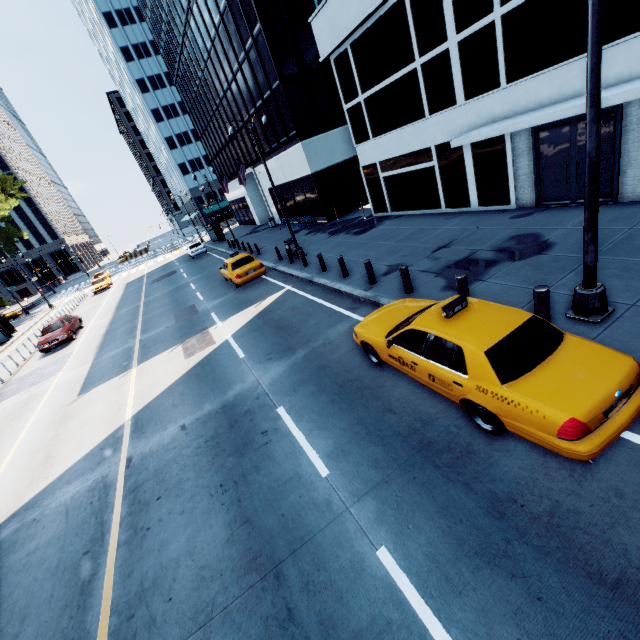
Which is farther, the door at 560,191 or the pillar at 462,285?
the door at 560,191

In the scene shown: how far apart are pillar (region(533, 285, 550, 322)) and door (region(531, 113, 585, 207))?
7.2 meters

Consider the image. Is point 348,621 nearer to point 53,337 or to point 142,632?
point 142,632

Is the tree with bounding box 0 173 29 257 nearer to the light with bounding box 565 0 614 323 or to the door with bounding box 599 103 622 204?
the light with bounding box 565 0 614 323

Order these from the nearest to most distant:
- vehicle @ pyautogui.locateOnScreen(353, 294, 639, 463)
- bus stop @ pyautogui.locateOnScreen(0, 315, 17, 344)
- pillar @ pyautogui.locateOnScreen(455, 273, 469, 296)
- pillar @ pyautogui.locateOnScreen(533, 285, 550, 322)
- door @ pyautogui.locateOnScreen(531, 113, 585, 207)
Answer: vehicle @ pyautogui.locateOnScreen(353, 294, 639, 463) < pillar @ pyautogui.locateOnScreen(533, 285, 550, 322) < pillar @ pyautogui.locateOnScreen(455, 273, 469, 296) < door @ pyautogui.locateOnScreen(531, 113, 585, 207) < bus stop @ pyautogui.locateOnScreen(0, 315, 17, 344)

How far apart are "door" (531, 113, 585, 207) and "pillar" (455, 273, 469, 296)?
6.9 meters

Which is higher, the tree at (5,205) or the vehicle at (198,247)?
the tree at (5,205)
